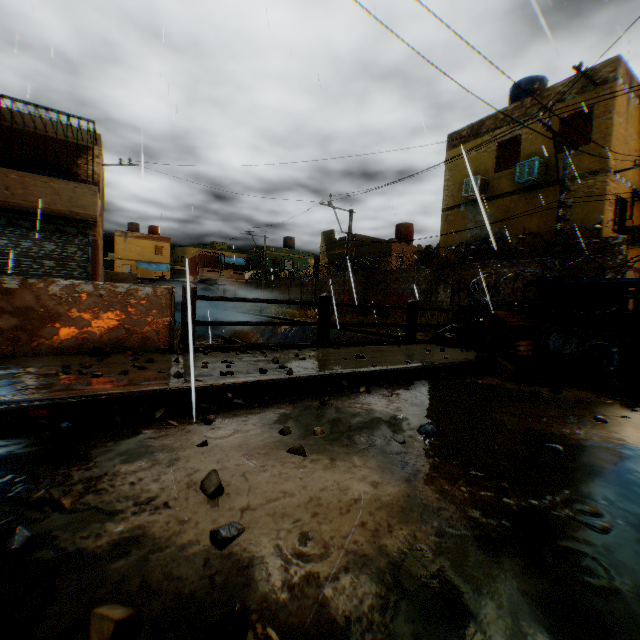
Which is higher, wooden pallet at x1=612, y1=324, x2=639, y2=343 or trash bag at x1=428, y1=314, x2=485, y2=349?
wooden pallet at x1=612, y1=324, x2=639, y2=343

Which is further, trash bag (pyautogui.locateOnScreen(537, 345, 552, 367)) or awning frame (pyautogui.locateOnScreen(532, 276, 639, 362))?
trash bag (pyautogui.locateOnScreen(537, 345, 552, 367))

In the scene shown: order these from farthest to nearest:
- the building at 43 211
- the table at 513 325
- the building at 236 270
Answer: the building at 236 270 < the building at 43 211 < the table at 513 325

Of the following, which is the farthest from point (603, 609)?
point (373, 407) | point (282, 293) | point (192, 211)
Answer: point (282, 293)

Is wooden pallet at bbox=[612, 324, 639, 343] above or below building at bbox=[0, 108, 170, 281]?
below

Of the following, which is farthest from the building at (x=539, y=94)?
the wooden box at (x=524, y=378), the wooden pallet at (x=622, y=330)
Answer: the wooden box at (x=524, y=378)

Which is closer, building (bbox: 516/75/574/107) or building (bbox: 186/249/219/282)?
building (bbox: 516/75/574/107)

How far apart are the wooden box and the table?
0.4m
